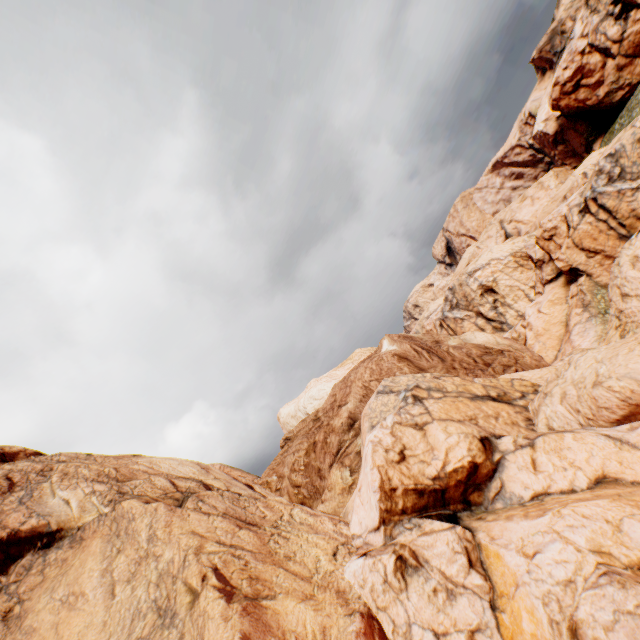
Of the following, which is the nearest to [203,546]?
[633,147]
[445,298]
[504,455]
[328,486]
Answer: [328,486]
